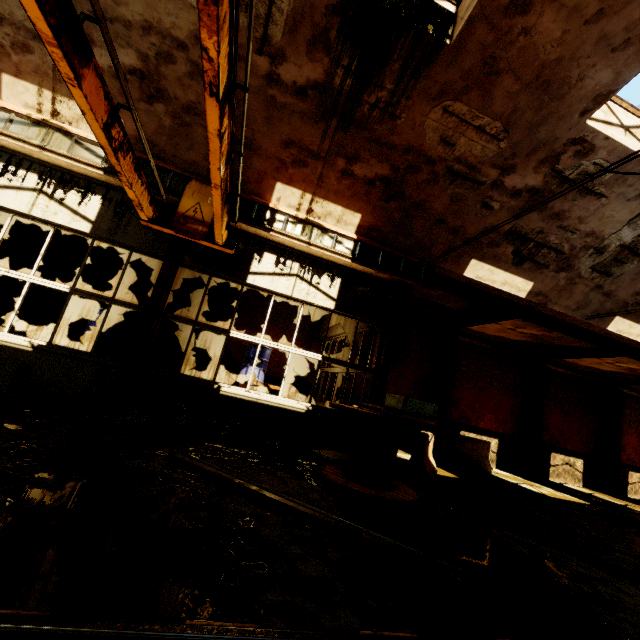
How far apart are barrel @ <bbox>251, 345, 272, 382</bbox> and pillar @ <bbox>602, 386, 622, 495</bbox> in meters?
17.2

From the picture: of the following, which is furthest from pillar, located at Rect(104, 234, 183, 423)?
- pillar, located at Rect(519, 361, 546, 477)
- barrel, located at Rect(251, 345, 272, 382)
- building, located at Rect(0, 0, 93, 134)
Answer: pillar, located at Rect(519, 361, 546, 477)

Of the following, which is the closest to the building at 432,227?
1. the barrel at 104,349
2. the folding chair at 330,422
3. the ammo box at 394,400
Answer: the ammo box at 394,400

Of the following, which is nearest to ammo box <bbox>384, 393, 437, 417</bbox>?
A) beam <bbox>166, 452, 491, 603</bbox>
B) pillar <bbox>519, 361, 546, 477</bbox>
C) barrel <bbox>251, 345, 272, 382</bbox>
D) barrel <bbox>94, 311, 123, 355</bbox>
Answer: beam <bbox>166, 452, 491, 603</bbox>

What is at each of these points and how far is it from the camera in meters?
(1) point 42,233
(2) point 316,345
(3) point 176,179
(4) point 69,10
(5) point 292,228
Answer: (1) pillar, 10.0 m
(2) pillar, 11.9 m
(3) beam, 6.3 m
(4) overhead crane, 2.5 m
(5) beam, 6.8 m

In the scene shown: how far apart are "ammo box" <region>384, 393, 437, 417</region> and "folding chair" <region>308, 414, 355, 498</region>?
0.9 meters

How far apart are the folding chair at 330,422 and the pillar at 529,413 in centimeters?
1287cm

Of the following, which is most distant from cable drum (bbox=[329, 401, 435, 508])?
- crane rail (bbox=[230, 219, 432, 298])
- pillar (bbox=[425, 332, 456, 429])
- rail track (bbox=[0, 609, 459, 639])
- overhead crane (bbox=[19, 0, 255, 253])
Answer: pillar (bbox=[425, 332, 456, 429])
